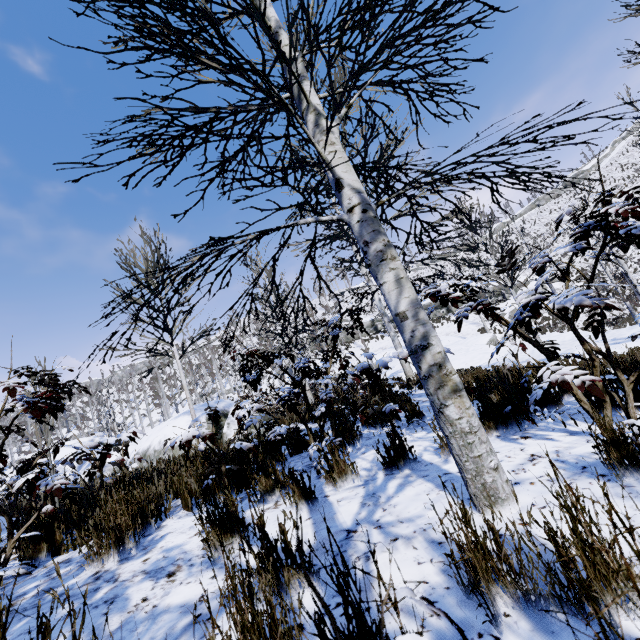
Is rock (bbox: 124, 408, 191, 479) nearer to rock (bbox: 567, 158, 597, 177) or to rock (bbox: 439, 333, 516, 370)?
rock (bbox: 439, 333, 516, 370)

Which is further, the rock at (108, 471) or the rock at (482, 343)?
the rock at (482, 343)

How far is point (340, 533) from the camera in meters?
1.8 m

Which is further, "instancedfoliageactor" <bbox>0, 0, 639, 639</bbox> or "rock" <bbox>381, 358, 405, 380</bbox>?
"rock" <bbox>381, 358, 405, 380</bbox>

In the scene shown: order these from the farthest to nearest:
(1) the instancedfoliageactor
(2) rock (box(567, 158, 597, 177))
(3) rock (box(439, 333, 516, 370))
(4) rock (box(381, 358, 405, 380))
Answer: (2) rock (box(567, 158, 597, 177)), (4) rock (box(381, 358, 405, 380)), (3) rock (box(439, 333, 516, 370)), (1) the instancedfoliageactor

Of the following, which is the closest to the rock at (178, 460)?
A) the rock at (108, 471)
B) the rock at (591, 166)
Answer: the rock at (108, 471)

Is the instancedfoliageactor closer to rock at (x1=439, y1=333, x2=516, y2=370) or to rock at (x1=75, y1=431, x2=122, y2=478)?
rock at (x1=439, y1=333, x2=516, y2=370)

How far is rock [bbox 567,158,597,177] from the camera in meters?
54.9 m
